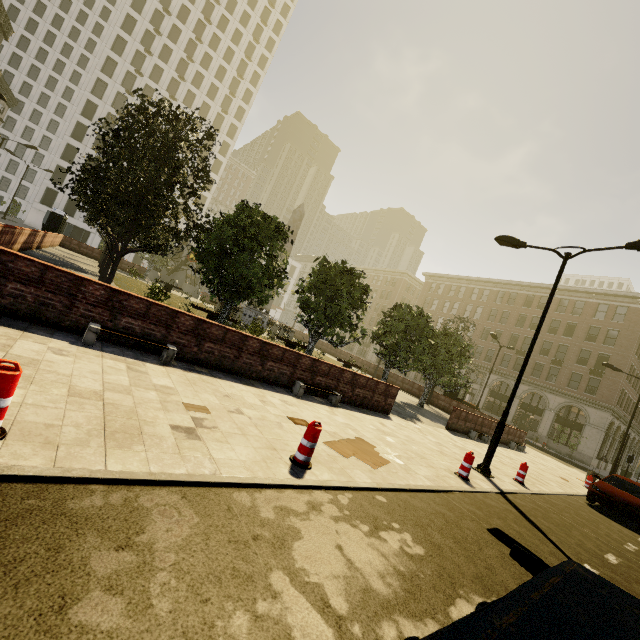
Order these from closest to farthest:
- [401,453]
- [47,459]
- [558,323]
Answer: [47,459] → [401,453] → [558,323]

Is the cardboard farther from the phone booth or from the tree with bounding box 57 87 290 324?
the phone booth

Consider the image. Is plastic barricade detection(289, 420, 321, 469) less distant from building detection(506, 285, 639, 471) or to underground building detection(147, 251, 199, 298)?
Result: building detection(506, 285, 639, 471)

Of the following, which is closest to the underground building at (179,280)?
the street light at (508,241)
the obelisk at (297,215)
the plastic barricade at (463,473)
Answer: the obelisk at (297,215)

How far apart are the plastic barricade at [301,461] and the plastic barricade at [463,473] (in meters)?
5.22

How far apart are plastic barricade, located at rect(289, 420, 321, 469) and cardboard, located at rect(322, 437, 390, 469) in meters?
1.2

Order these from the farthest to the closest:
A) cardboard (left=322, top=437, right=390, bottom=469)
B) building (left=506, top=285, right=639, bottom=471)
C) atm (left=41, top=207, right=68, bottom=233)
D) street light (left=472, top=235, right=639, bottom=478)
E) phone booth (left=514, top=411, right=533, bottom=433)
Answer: phone booth (left=514, top=411, right=533, bottom=433)
building (left=506, top=285, right=639, bottom=471)
atm (left=41, top=207, right=68, bottom=233)
street light (left=472, top=235, right=639, bottom=478)
cardboard (left=322, top=437, right=390, bottom=469)

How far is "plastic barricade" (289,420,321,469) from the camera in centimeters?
508cm
